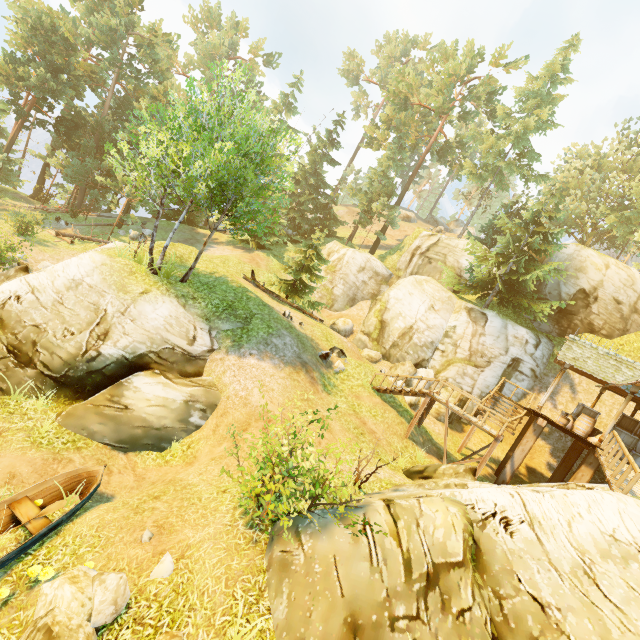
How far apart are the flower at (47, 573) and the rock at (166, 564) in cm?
234

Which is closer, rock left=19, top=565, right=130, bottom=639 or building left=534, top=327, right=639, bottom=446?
rock left=19, top=565, right=130, bottom=639

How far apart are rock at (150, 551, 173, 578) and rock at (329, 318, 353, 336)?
20.76m

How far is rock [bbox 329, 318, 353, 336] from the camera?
26.61m

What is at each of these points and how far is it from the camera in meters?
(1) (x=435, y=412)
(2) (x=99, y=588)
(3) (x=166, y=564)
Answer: (1) rock, 20.6 m
(2) rock, 5.6 m
(3) rock, 6.1 m

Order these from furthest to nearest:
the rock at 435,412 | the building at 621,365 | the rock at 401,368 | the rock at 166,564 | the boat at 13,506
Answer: the rock at 401,368, the rock at 435,412, the building at 621,365, the boat at 13,506, the rock at 166,564

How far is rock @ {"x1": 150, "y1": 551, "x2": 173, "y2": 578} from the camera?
6.0m

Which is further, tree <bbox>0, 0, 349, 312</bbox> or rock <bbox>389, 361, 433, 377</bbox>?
rock <bbox>389, 361, 433, 377</bbox>
